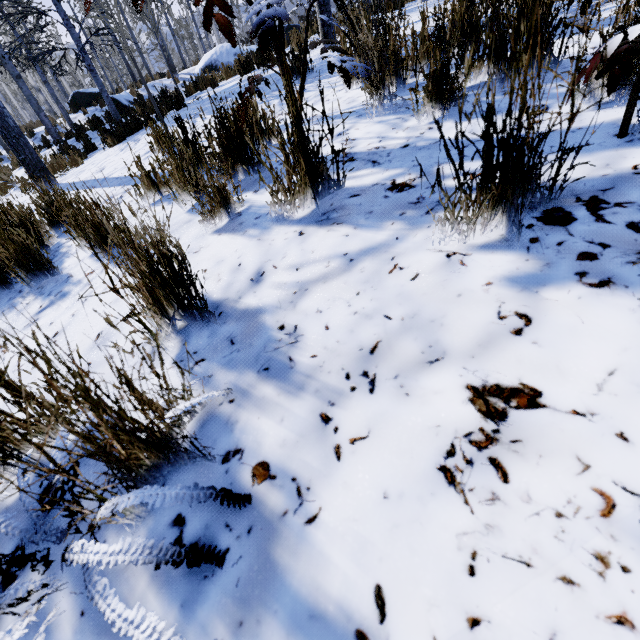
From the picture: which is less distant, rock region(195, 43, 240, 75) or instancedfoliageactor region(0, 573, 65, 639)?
instancedfoliageactor region(0, 573, 65, 639)

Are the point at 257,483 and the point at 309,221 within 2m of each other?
yes

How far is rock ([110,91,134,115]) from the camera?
13.4m

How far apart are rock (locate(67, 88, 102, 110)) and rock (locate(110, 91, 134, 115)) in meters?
3.9 m

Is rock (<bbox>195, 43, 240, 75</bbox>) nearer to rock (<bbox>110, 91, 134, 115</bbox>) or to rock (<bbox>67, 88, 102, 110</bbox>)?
rock (<bbox>110, 91, 134, 115</bbox>)

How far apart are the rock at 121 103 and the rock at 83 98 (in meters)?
3.88

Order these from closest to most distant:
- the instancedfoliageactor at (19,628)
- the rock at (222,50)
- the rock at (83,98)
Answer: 1. the instancedfoliageactor at (19,628)
2. the rock at (222,50)
3. the rock at (83,98)

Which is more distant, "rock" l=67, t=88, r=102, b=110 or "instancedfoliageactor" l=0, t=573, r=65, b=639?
"rock" l=67, t=88, r=102, b=110
